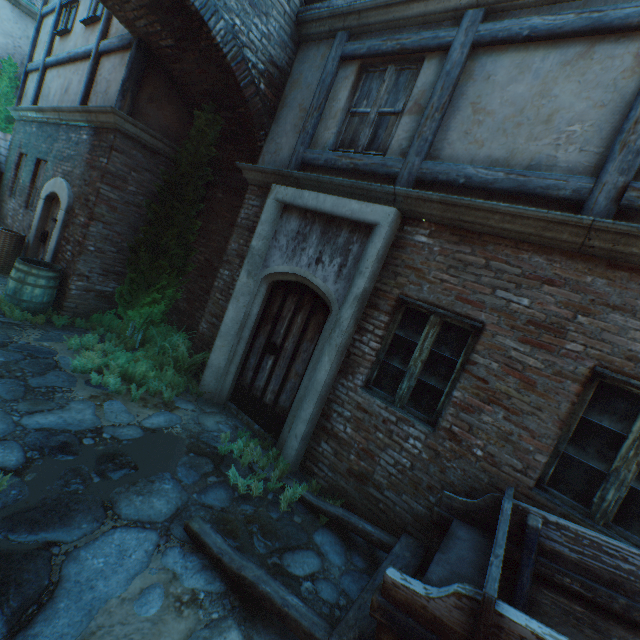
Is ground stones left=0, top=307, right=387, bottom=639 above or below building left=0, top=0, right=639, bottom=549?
below

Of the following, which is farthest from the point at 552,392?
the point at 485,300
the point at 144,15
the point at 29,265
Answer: the point at 29,265

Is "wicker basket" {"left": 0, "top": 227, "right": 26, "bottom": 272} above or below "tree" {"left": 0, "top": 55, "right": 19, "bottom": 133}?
below

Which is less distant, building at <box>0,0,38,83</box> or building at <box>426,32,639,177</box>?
building at <box>426,32,639,177</box>

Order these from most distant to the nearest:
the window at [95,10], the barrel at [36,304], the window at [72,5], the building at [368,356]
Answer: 1. the window at [72,5]
2. the window at [95,10]
3. the barrel at [36,304]
4. the building at [368,356]

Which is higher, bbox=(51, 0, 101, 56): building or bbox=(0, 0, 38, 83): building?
bbox=(0, 0, 38, 83): building

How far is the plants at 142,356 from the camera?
4.8 meters

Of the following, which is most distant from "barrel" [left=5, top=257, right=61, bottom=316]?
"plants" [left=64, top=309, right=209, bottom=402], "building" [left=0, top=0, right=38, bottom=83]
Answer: "building" [left=0, top=0, right=38, bottom=83]
